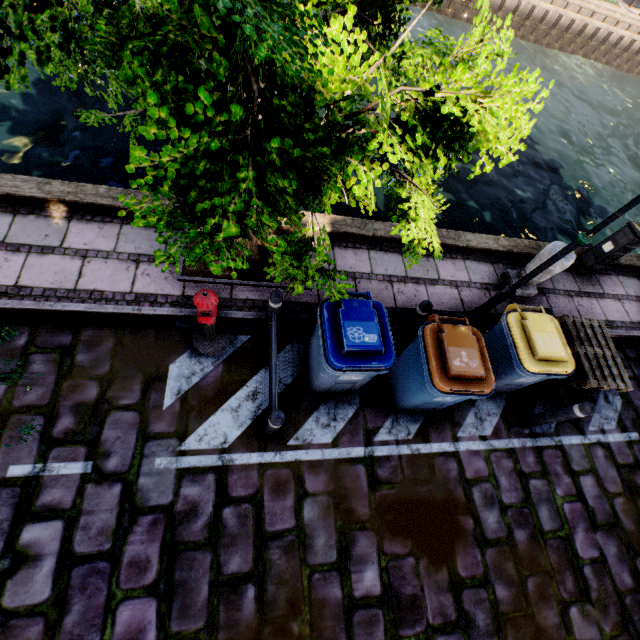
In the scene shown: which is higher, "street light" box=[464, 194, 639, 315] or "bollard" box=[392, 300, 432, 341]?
"street light" box=[464, 194, 639, 315]

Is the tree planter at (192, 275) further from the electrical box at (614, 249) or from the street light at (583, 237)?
the electrical box at (614, 249)

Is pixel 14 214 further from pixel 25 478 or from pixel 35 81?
pixel 35 81

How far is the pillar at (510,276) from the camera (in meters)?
5.35

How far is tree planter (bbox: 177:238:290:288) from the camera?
4.70m

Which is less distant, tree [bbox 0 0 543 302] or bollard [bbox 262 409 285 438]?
tree [bbox 0 0 543 302]

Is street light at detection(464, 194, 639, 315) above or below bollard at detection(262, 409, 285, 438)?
above

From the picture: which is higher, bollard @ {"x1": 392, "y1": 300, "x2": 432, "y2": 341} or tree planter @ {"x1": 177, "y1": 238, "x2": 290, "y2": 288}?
bollard @ {"x1": 392, "y1": 300, "x2": 432, "y2": 341}
